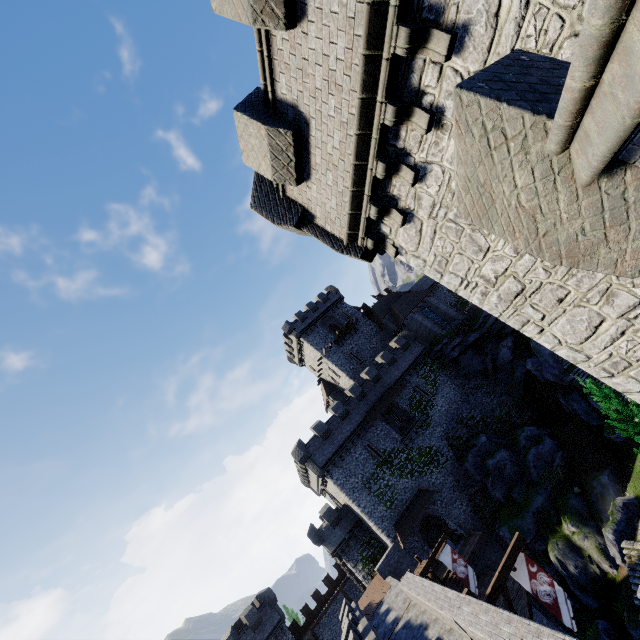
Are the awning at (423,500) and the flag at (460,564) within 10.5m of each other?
yes

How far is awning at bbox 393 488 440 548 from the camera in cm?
2986

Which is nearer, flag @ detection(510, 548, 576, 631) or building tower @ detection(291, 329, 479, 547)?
flag @ detection(510, 548, 576, 631)

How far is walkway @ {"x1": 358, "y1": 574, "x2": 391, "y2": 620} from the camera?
25.4 meters

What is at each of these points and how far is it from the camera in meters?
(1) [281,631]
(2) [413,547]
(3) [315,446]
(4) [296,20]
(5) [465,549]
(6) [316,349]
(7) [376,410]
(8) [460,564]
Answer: (1) building tower, 36.3 m
(2) building tower, 29.8 m
(3) building tower, 34.4 m
(4) building tower, 5.6 m
(5) walkway, 28.5 m
(6) building, 47.8 m
(7) awning, 36.1 m
(8) flag, 20.8 m

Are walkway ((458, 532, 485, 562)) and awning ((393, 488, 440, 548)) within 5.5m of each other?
yes

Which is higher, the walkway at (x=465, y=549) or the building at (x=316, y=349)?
the building at (x=316, y=349)

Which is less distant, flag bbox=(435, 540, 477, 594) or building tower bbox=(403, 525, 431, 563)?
flag bbox=(435, 540, 477, 594)
